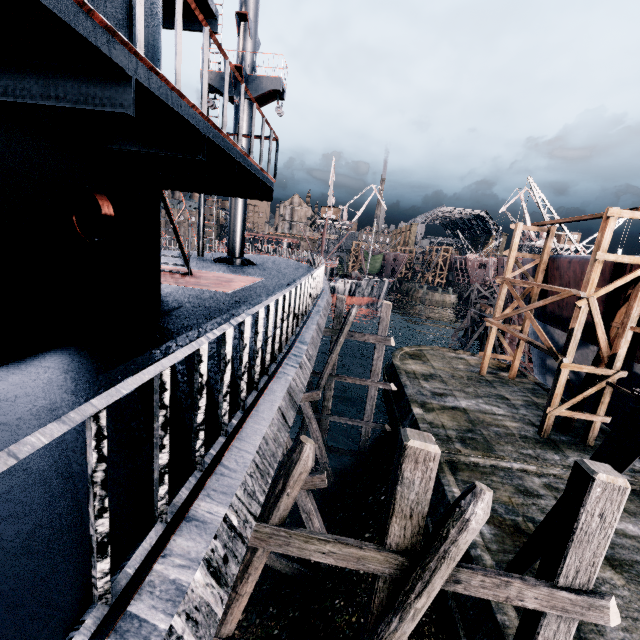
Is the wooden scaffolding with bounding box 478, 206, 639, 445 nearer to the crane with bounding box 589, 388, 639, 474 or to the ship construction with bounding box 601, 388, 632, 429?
the ship construction with bounding box 601, 388, 632, 429

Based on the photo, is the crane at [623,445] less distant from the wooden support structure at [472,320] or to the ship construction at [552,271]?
the ship construction at [552,271]

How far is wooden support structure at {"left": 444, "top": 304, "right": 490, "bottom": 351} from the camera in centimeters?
3672cm

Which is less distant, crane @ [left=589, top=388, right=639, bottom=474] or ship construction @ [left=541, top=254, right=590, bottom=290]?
crane @ [left=589, top=388, right=639, bottom=474]

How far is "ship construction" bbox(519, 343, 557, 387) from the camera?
25.2 meters

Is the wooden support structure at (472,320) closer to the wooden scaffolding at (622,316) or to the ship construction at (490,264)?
the ship construction at (490,264)

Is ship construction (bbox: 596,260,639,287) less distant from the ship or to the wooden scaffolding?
the wooden scaffolding

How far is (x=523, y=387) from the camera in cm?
2280
